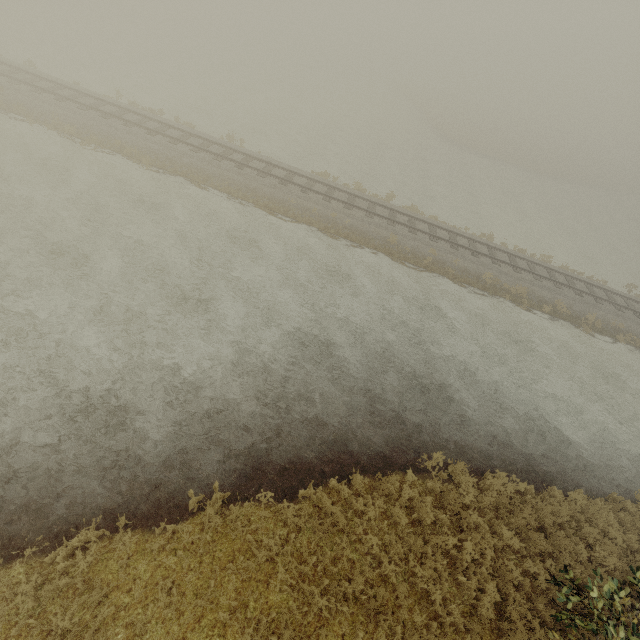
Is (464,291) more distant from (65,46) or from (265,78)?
(65,46)
